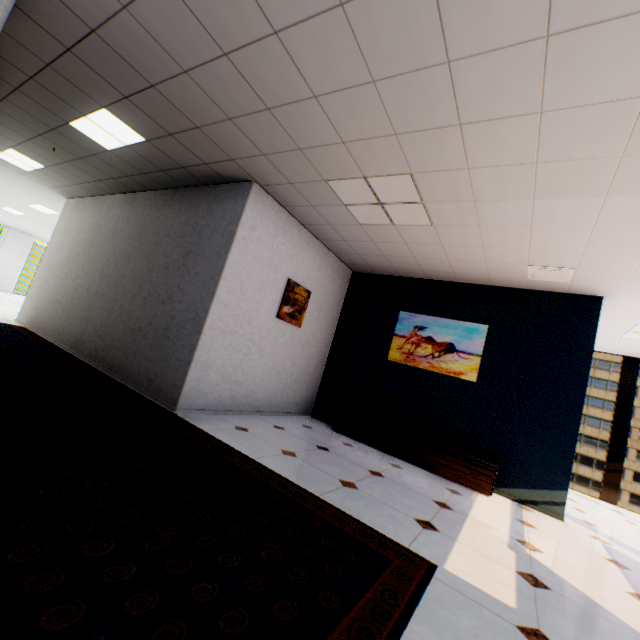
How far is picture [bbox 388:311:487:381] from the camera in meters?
5.0 m

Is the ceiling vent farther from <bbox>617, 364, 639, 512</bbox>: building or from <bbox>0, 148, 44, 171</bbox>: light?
<bbox>617, 364, 639, 512</bbox>: building

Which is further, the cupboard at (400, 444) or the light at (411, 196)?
the cupboard at (400, 444)

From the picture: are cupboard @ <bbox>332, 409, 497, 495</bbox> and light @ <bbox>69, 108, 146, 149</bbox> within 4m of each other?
no

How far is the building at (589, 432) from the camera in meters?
54.7 m

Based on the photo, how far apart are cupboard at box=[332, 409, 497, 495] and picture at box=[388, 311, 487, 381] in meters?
1.0

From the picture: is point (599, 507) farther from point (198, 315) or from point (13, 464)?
point (13, 464)

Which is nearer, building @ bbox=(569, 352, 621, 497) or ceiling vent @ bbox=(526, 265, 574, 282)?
ceiling vent @ bbox=(526, 265, 574, 282)
